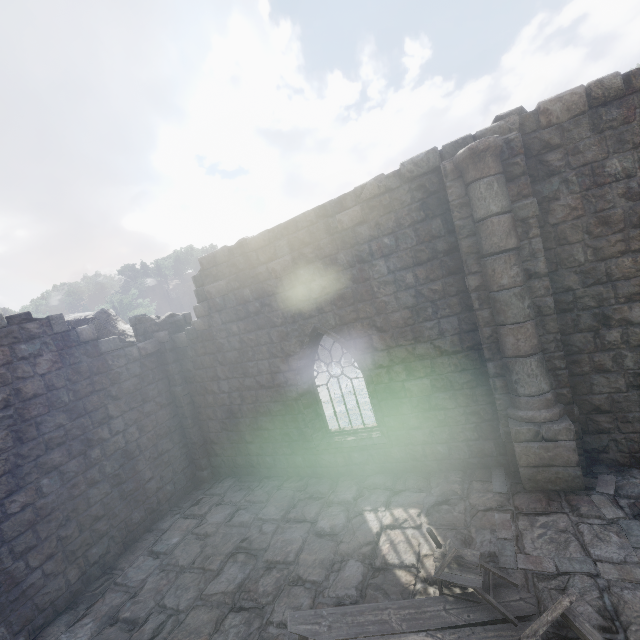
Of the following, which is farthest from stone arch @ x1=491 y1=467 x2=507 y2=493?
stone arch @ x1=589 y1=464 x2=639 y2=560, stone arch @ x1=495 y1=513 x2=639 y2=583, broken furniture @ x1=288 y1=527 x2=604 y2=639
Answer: stone arch @ x1=589 y1=464 x2=639 y2=560

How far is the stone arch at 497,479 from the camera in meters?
6.5

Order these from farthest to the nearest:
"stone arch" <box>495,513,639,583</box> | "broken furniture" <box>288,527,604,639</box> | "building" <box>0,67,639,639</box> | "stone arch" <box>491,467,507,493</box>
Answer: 1. "stone arch" <box>491,467,507,493</box>
2. "building" <box>0,67,639,639</box>
3. "stone arch" <box>495,513,639,583</box>
4. "broken furniture" <box>288,527,604,639</box>

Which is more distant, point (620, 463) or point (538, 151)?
point (620, 463)

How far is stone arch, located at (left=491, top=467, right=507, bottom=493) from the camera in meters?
6.5 m

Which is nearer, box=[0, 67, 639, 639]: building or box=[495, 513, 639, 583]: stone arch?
box=[495, 513, 639, 583]: stone arch

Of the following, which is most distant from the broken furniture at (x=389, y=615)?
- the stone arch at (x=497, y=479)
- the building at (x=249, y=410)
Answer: the stone arch at (x=497, y=479)

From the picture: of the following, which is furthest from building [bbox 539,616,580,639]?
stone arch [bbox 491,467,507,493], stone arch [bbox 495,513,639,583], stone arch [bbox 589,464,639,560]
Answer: stone arch [bbox 589,464,639,560]
